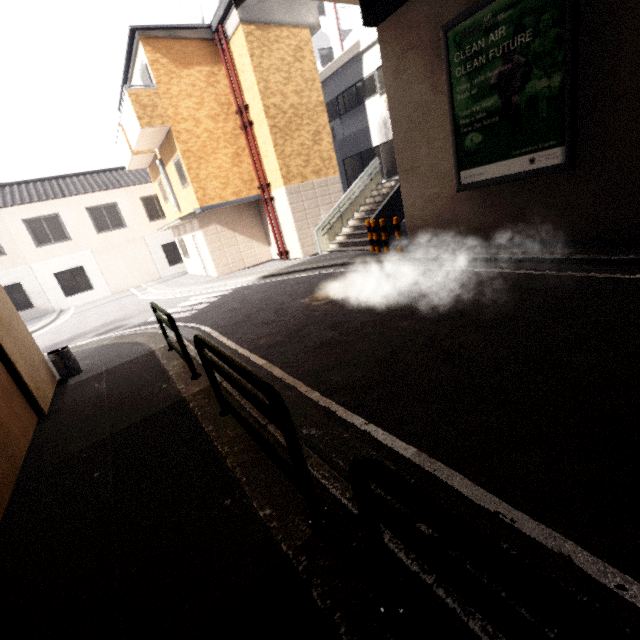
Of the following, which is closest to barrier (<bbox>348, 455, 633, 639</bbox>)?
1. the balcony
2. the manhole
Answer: the manhole

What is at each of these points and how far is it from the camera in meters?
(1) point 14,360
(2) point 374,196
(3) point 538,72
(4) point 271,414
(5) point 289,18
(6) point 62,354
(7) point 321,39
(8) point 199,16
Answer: (1) concrete pillar, 4.9 m
(2) stairs, 14.8 m
(3) sign, 6.2 m
(4) barrier, 2.1 m
(5) awning, 12.2 m
(6) barrel, 6.4 m
(7) building, 23.2 m
(8) building, 22.9 m

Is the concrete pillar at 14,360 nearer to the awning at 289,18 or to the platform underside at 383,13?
the platform underside at 383,13

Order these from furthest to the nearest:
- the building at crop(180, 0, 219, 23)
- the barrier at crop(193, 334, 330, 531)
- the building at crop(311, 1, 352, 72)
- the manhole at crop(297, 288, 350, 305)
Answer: the building at crop(311, 1, 352, 72)
the building at crop(180, 0, 219, 23)
the manhole at crop(297, 288, 350, 305)
the barrier at crop(193, 334, 330, 531)

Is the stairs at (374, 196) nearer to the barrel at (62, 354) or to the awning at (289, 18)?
the awning at (289, 18)

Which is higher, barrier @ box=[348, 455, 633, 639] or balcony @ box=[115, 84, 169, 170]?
balcony @ box=[115, 84, 169, 170]

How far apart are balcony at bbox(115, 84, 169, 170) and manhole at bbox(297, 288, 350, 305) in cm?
959

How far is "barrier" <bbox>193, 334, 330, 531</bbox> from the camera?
2.0m
